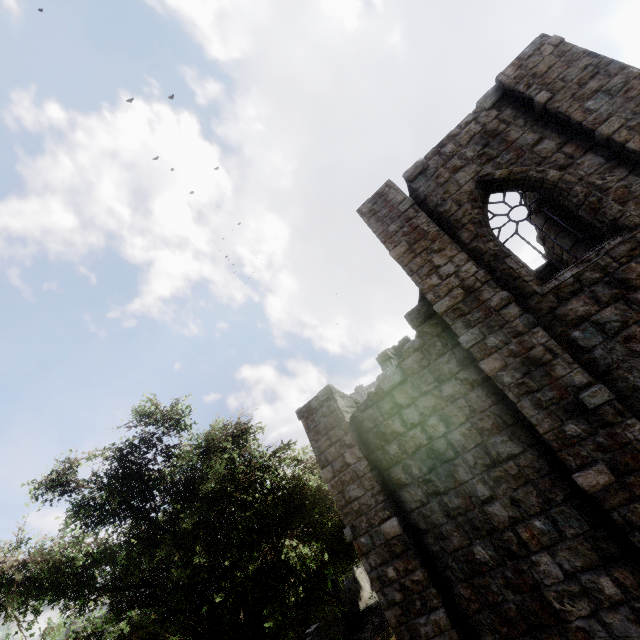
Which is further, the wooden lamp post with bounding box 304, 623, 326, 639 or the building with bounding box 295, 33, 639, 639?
the wooden lamp post with bounding box 304, 623, 326, 639

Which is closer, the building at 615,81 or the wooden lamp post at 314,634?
the building at 615,81

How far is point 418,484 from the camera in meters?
7.1
